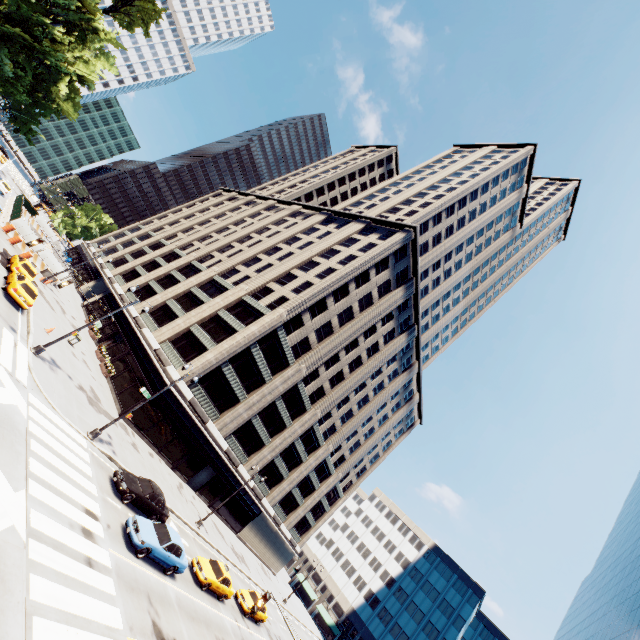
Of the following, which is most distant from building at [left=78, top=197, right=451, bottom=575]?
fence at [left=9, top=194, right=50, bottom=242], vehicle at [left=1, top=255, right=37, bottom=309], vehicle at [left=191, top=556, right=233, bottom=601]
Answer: vehicle at [left=191, top=556, right=233, bottom=601]

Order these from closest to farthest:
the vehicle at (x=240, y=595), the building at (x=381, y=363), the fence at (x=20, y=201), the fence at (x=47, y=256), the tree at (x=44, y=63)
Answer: the vehicle at (x=240, y=595) → the tree at (x=44, y=63) → the building at (x=381, y=363) → the fence at (x=20, y=201) → the fence at (x=47, y=256)

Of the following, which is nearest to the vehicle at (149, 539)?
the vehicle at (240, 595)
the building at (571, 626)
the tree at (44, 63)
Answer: the vehicle at (240, 595)

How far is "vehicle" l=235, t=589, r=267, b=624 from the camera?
26.9 meters

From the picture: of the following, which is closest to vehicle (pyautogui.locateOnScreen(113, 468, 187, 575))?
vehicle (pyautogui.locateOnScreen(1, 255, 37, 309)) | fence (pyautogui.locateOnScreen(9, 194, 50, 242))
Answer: vehicle (pyautogui.locateOnScreen(1, 255, 37, 309))

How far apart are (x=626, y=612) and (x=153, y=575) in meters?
39.1

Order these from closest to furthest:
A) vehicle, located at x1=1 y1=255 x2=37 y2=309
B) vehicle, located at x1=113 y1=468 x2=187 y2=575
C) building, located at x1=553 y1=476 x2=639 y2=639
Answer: vehicle, located at x1=113 y1=468 x2=187 y2=575 → vehicle, located at x1=1 y1=255 x2=37 y2=309 → building, located at x1=553 y1=476 x2=639 y2=639

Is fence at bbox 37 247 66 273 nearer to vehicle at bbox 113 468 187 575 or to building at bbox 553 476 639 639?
vehicle at bbox 113 468 187 575
